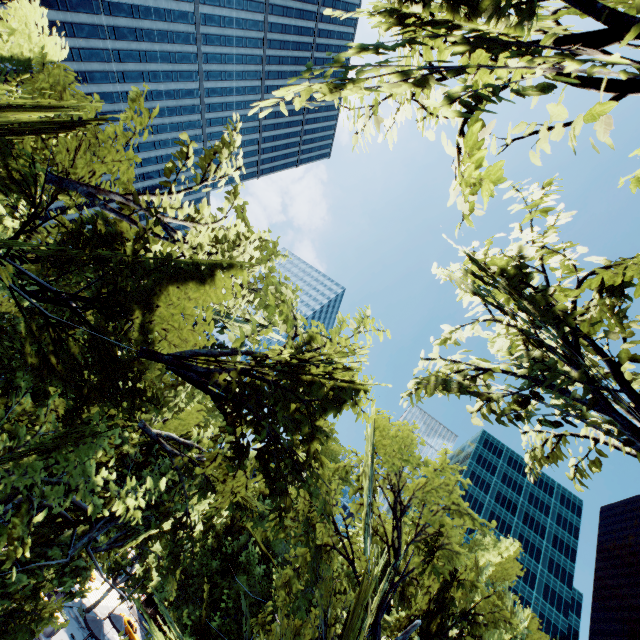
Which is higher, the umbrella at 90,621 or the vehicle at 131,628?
the umbrella at 90,621

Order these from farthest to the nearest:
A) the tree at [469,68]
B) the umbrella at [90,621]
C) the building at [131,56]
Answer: the building at [131,56]
the umbrella at [90,621]
the tree at [469,68]

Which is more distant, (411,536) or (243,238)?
(411,536)

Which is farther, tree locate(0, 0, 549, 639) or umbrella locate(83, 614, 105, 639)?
umbrella locate(83, 614, 105, 639)

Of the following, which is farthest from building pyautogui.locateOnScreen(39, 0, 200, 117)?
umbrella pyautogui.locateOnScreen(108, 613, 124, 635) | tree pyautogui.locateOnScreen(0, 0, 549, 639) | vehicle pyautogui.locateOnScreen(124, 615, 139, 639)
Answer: vehicle pyautogui.locateOnScreen(124, 615, 139, 639)

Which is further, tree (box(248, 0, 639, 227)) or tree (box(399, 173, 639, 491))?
tree (box(399, 173, 639, 491))

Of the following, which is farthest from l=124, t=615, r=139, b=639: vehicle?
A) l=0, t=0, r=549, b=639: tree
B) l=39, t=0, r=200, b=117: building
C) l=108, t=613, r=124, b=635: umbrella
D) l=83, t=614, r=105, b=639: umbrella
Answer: l=39, t=0, r=200, b=117: building
